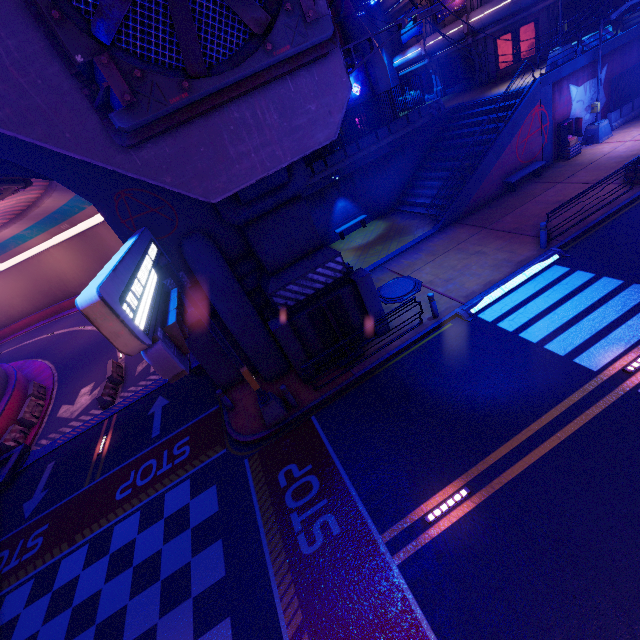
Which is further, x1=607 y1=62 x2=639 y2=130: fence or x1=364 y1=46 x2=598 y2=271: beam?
x1=607 y1=62 x2=639 y2=130: fence

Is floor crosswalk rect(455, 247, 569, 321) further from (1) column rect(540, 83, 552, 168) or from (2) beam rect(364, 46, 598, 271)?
(1) column rect(540, 83, 552, 168)

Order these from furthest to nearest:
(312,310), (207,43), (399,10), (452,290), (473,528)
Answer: (399,10), (452,290), (312,310), (473,528), (207,43)

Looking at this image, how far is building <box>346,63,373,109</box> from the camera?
25.1 meters

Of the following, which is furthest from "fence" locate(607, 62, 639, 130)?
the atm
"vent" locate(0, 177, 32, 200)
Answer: "vent" locate(0, 177, 32, 200)

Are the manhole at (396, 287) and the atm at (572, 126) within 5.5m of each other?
no

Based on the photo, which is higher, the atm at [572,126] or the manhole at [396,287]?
the atm at [572,126]

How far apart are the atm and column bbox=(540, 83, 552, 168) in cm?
32
